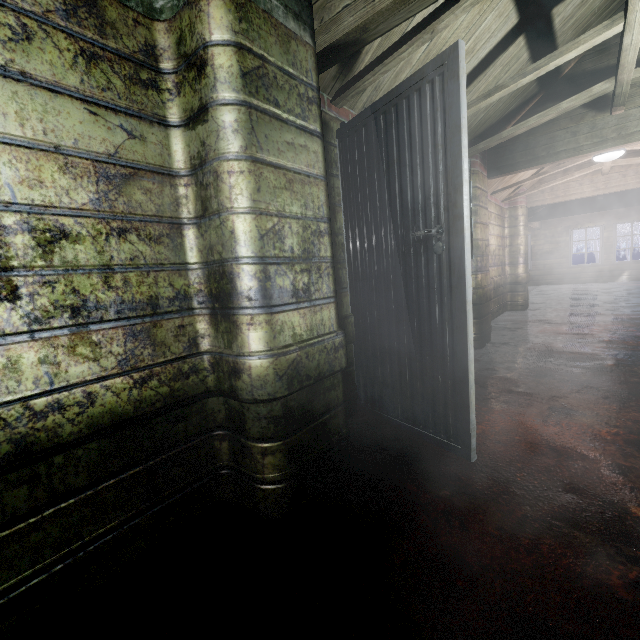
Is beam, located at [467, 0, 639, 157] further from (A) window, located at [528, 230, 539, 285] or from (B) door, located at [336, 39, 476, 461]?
(A) window, located at [528, 230, 539, 285]

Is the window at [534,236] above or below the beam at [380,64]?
below

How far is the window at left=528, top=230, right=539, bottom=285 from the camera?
11.5m

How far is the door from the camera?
1.5m

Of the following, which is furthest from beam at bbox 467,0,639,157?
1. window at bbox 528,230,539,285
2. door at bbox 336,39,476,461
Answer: window at bbox 528,230,539,285

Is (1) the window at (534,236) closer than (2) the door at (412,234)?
No

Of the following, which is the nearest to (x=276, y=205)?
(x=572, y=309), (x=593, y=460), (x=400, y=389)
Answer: (x=400, y=389)
